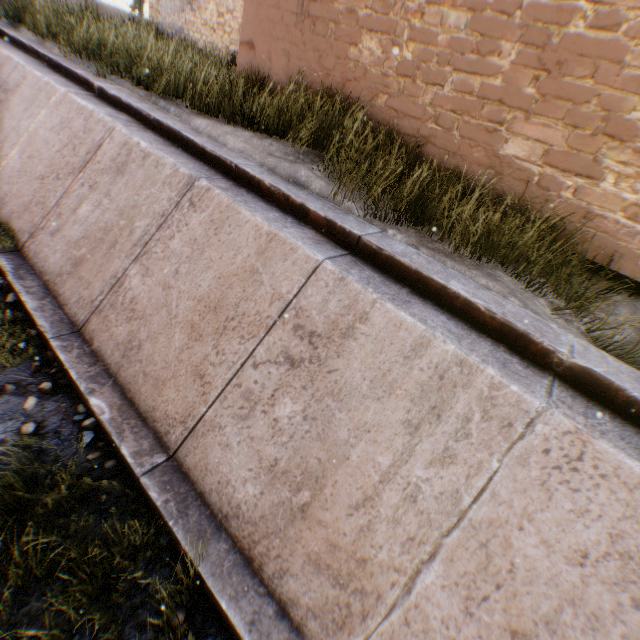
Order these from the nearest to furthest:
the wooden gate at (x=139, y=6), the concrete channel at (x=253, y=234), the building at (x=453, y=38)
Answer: the concrete channel at (x=253, y=234)
the building at (x=453, y=38)
the wooden gate at (x=139, y=6)

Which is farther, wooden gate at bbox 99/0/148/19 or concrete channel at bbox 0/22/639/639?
wooden gate at bbox 99/0/148/19

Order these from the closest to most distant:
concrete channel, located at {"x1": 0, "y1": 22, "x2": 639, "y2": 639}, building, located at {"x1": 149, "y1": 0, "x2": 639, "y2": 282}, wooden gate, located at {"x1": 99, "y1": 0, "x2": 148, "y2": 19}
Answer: concrete channel, located at {"x1": 0, "y1": 22, "x2": 639, "y2": 639}, building, located at {"x1": 149, "y1": 0, "x2": 639, "y2": 282}, wooden gate, located at {"x1": 99, "y1": 0, "x2": 148, "y2": 19}

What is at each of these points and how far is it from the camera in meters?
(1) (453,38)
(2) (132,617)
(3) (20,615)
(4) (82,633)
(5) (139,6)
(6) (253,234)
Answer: (1) building, 4.1
(2) concrete channel, 2.5
(3) concrete channel, 2.4
(4) concrete channel, 2.4
(5) wooden gate, 19.0
(6) concrete channel, 3.5

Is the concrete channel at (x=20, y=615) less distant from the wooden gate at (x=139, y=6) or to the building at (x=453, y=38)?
the building at (x=453, y=38)

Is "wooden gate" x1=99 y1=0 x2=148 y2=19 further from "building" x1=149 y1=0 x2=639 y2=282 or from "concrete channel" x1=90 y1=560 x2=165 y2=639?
"concrete channel" x1=90 y1=560 x2=165 y2=639

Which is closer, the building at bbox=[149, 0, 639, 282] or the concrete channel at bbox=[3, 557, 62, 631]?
the concrete channel at bbox=[3, 557, 62, 631]
